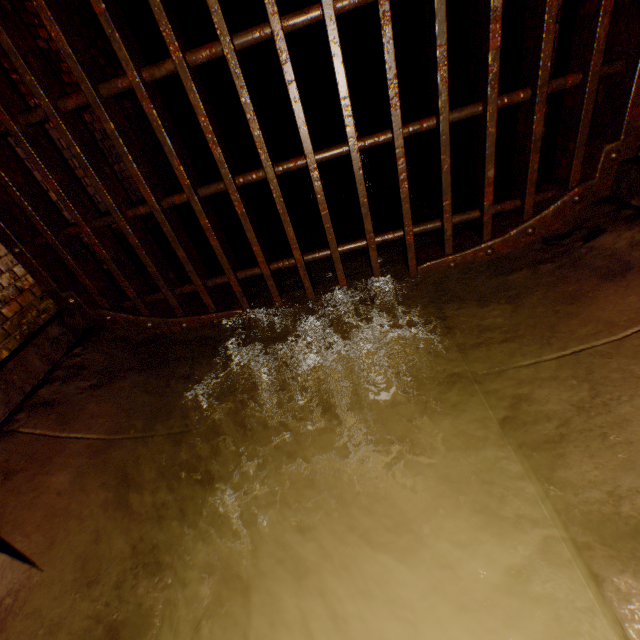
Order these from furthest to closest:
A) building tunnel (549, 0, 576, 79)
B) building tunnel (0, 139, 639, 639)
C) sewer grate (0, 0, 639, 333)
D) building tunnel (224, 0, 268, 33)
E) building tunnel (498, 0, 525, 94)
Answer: building tunnel (224, 0, 268, 33) → building tunnel (498, 0, 525, 94) → building tunnel (549, 0, 576, 79) → sewer grate (0, 0, 639, 333) → building tunnel (0, 139, 639, 639)

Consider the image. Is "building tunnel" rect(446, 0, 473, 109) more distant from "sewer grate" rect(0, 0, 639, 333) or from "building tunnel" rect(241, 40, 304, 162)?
"building tunnel" rect(241, 40, 304, 162)

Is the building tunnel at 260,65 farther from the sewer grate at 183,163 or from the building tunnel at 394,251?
the sewer grate at 183,163

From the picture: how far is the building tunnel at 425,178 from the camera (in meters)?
3.81

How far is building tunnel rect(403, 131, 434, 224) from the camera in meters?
3.8 m

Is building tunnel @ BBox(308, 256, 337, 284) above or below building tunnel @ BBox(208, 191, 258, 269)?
below

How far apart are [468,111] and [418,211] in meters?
1.8 m
